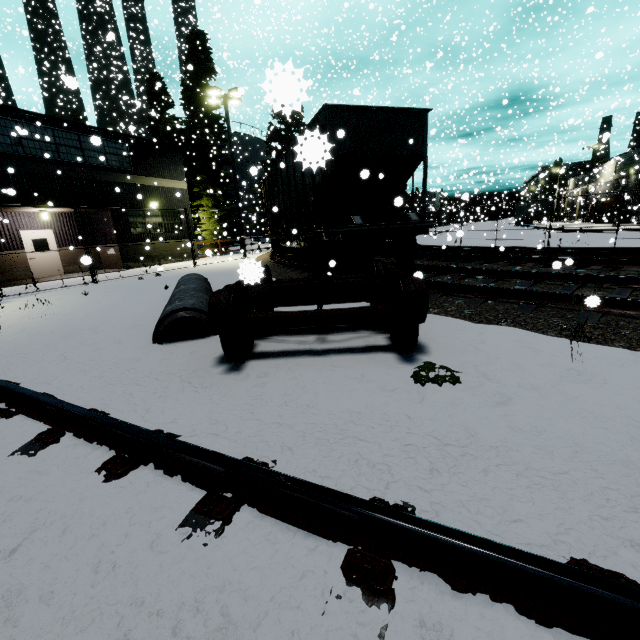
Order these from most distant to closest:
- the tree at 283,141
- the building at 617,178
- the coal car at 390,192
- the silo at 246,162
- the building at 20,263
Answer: the silo at 246,162
the building at 617,178
the building at 20,263
the coal car at 390,192
the tree at 283,141

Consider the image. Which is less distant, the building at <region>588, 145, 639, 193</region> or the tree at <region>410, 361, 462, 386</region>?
the tree at <region>410, 361, 462, 386</region>

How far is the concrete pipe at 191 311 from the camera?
4.93m

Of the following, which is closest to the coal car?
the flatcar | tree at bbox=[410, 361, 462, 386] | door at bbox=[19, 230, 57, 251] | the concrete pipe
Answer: the flatcar

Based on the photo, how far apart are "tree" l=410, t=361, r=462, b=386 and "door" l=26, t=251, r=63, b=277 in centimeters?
2152cm

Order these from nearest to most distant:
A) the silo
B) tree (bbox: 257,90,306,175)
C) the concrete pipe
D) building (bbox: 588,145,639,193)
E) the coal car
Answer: tree (bbox: 257,90,306,175) < the concrete pipe < the coal car < building (bbox: 588,145,639,193) < the silo

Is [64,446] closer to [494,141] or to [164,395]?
[164,395]

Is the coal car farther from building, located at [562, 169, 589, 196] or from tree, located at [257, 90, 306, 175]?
tree, located at [257, 90, 306, 175]
